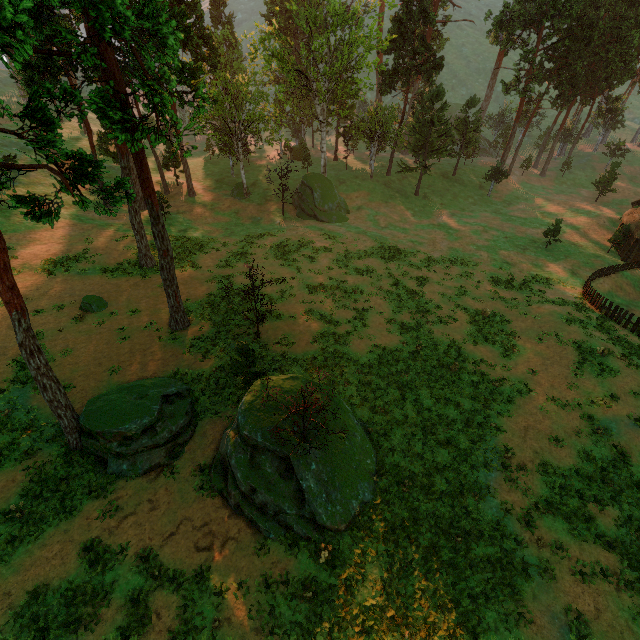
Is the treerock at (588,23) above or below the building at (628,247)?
above

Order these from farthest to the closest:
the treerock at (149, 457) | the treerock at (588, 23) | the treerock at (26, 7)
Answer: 1. the treerock at (588, 23)
2. the treerock at (149, 457)
3. the treerock at (26, 7)

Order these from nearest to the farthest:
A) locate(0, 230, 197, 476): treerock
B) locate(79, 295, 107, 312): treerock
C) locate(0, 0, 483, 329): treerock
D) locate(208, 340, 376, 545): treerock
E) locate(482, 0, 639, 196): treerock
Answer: locate(0, 0, 483, 329): treerock, locate(0, 230, 197, 476): treerock, locate(208, 340, 376, 545): treerock, locate(79, 295, 107, 312): treerock, locate(482, 0, 639, 196): treerock

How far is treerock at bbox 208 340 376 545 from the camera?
13.51m

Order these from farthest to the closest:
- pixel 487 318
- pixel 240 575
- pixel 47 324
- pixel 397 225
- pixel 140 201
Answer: pixel 397 225, pixel 140 201, pixel 487 318, pixel 47 324, pixel 240 575

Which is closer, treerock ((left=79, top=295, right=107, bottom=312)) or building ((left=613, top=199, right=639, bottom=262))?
treerock ((left=79, top=295, right=107, bottom=312))

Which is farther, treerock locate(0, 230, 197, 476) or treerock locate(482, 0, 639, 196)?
treerock locate(482, 0, 639, 196)
